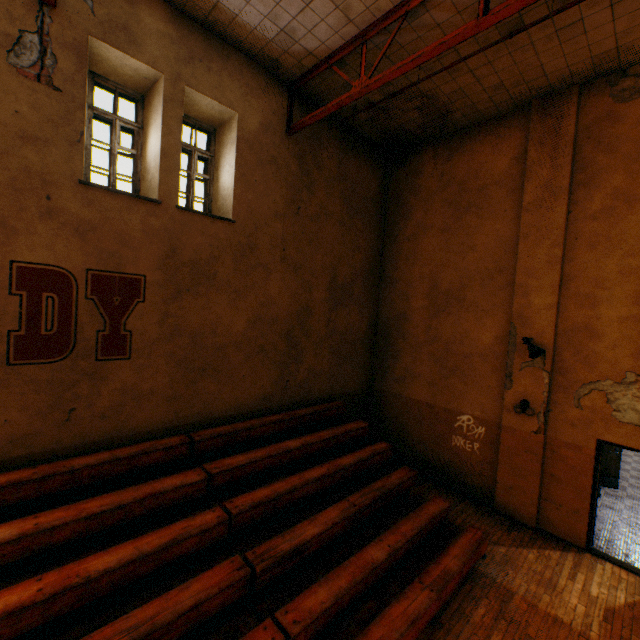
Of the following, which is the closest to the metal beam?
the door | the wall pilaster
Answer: the wall pilaster

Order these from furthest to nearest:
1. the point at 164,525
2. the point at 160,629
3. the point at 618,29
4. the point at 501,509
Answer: the point at 501,509
the point at 618,29
the point at 164,525
the point at 160,629

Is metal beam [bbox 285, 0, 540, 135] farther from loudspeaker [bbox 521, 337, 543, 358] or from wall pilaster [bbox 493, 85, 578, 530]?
loudspeaker [bbox 521, 337, 543, 358]

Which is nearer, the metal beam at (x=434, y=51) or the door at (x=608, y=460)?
the metal beam at (x=434, y=51)

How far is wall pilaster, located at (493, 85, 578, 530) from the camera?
6.43m

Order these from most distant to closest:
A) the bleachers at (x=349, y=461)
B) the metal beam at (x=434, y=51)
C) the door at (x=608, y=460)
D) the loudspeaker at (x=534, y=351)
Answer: the loudspeaker at (x=534, y=351) < the door at (x=608, y=460) < the metal beam at (x=434, y=51) < the bleachers at (x=349, y=461)

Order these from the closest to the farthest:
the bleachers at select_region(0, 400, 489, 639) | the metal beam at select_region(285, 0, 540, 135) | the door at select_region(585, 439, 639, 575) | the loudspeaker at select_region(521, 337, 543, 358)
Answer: the bleachers at select_region(0, 400, 489, 639), the metal beam at select_region(285, 0, 540, 135), the door at select_region(585, 439, 639, 575), the loudspeaker at select_region(521, 337, 543, 358)
